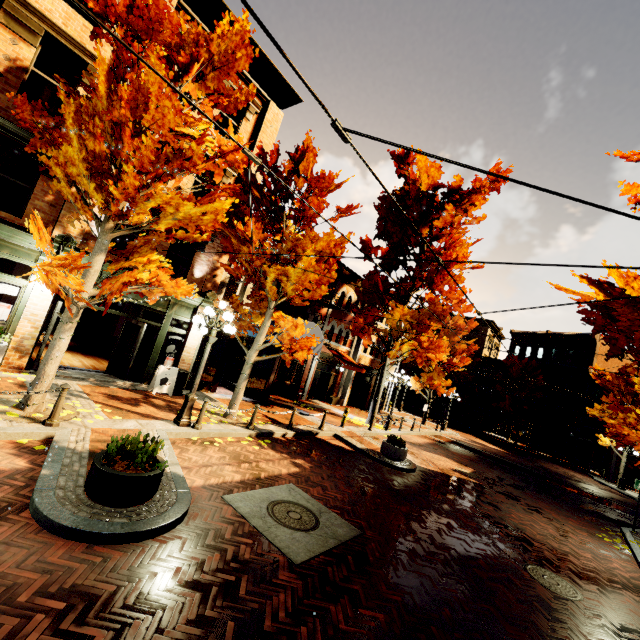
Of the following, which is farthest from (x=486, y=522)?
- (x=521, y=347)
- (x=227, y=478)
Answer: (x=521, y=347)

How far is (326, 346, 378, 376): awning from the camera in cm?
2112

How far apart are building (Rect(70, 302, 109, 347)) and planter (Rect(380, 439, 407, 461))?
15.2 meters

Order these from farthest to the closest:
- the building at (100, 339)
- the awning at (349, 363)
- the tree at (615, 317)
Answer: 1. the awning at (349, 363)
2. the building at (100, 339)
3. the tree at (615, 317)

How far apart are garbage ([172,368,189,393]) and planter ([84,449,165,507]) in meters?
7.0

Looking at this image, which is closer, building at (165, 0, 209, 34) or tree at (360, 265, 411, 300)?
building at (165, 0, 209, 34)

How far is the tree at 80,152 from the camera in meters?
6.1 m

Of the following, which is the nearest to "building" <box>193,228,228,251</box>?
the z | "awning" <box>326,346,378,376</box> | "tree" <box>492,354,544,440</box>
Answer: "awning" <box>326,346,378,376</box>
